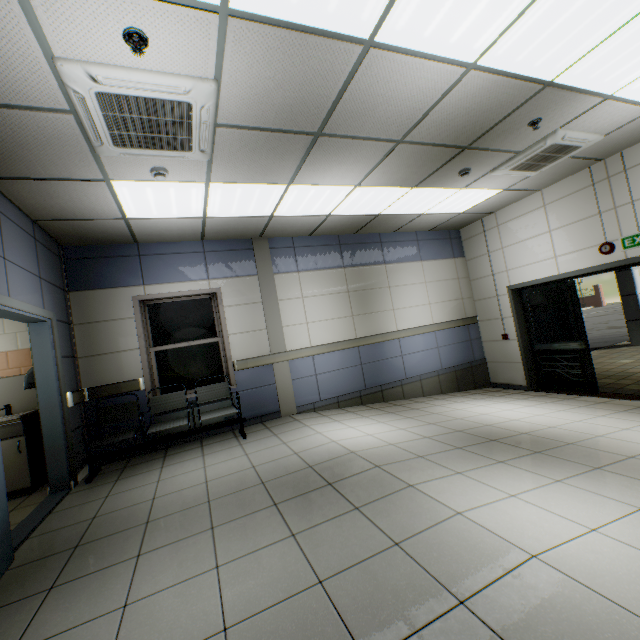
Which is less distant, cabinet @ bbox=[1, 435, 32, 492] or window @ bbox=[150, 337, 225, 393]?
cabinet @ bbox=[1, 435, 32, 492]

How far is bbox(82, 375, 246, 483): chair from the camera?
4.2m

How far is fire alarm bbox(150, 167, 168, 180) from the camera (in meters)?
3.26

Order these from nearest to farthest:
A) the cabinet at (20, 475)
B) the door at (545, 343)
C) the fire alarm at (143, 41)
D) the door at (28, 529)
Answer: the fire alarm at (143, 41) → the door at (28, 529) → the cabinet at (20, 475) → the door at (545, 343)

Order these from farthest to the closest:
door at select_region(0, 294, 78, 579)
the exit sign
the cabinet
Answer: the exit sign
the cabinet
door at select_region(0, 294, 78, 579)

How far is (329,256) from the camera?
6.47m

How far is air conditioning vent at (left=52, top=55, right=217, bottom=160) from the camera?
2.1m

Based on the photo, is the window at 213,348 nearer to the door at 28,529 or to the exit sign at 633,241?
the door at 28,529
